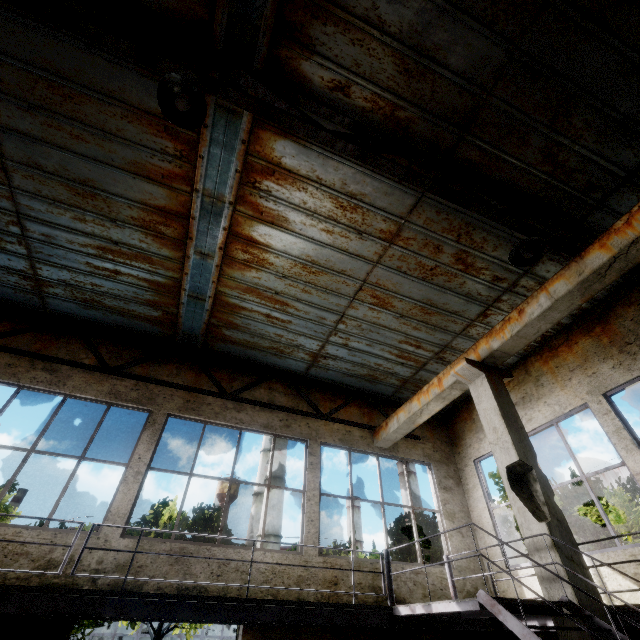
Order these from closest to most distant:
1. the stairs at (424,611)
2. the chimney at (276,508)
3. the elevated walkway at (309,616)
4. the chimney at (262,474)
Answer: the stairs at (424,611)
the elevated walkway at (309,616)
the chimney at (276,508)
the chimney at (262,474)

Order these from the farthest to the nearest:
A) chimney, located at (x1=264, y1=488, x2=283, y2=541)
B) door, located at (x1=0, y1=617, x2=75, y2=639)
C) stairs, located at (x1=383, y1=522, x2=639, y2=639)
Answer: chimney, located at (x1=264, y1=488, x2=283, y2=541)
door, located at (x1=0, y1=617, x2=75, y2=639)
stairs, located at (x1=383, y1=522, x2=639, y2=639)

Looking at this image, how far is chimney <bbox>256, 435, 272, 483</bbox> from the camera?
46.3m

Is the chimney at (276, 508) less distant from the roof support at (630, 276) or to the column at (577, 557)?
the roof support at (630, 276)

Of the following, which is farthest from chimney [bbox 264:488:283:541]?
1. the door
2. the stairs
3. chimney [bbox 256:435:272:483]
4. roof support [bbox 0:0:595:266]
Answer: the stairs

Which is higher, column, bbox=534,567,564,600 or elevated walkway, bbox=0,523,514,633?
column, bbox=534,567,564,600

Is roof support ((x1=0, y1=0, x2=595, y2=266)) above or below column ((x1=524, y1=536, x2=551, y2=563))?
above

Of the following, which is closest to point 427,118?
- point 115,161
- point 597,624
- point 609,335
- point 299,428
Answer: point 115,161
